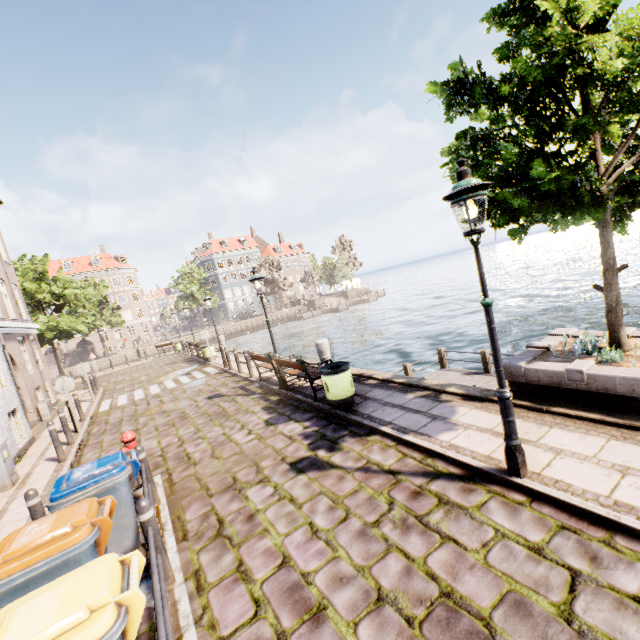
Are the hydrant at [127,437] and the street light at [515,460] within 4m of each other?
no

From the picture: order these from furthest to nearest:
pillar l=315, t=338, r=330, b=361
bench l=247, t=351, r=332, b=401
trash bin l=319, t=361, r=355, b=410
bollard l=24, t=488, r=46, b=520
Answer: pillar l=315, t=338, r=330, b=361, bench l=247, t=351, r=332, b=401, trash bin l=319, t=361, r=355, b=410, bollard l=24, t=488, r=46, b=520

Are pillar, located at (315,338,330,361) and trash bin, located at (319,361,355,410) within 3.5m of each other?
yes

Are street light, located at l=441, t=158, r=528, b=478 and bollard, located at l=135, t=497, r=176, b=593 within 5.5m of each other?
yes

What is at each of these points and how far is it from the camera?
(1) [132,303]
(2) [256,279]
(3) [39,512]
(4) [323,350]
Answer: (1) building, 56.0 meters
(2) street light, 9.5 meters
(3) bollard, 4.6 meters
(4) pillar, 10.8 meters

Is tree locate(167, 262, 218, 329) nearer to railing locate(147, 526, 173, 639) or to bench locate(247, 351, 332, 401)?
bench locate(247, 351, 332, 401)

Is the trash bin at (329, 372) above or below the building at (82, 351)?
below

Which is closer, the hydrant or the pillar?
the hydrant
